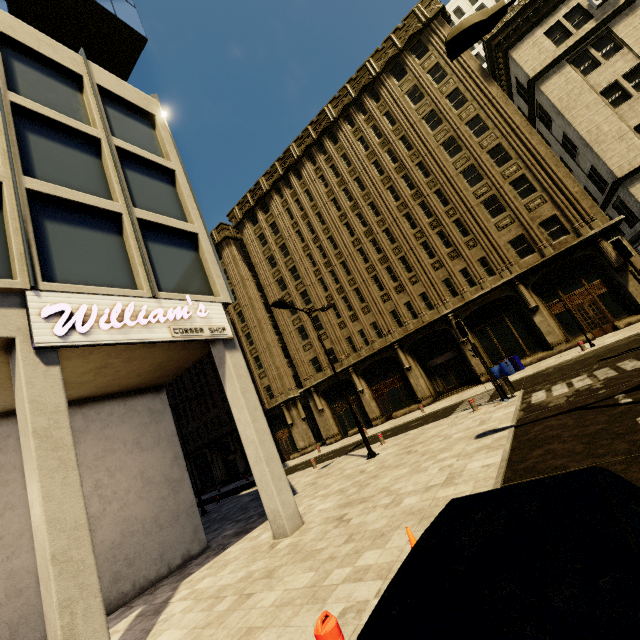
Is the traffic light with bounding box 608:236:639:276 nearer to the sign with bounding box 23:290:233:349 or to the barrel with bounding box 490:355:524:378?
the barrel with bounding box 490:355:524:378

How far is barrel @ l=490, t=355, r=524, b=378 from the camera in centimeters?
2150cm

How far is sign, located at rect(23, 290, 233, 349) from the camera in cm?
644

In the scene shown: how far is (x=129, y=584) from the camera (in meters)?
9.13

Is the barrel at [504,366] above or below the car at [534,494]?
below

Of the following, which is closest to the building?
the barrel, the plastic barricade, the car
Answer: the barrel

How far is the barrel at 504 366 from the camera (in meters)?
21.50

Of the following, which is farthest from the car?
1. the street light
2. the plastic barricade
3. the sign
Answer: the sign
